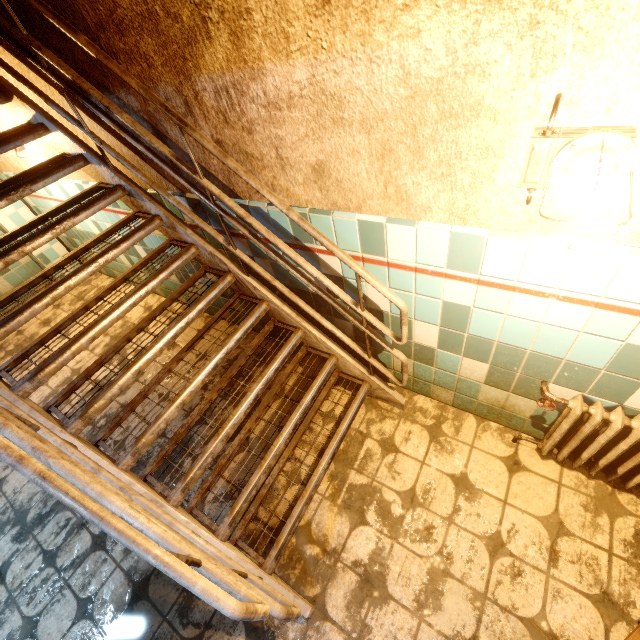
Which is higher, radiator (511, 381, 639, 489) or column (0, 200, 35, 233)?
column (0, 200, 35, 233)

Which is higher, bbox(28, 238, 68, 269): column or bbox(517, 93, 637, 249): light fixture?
bbox(517, 93, 637, 249): light fixture

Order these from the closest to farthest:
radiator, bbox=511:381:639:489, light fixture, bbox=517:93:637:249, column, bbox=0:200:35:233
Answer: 1. light fixture, bbox=517:93:637:249
2. radiator, bbox=511:381:639:489
3. column, bbox=0:200:35:233

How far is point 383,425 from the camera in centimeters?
239cm

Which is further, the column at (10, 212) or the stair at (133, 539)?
the column at (10, 212)

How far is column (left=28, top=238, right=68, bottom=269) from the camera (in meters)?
4.40

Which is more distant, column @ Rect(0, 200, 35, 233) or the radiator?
column @ Rect(0, 200, 35, 233)

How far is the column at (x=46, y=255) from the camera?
4.40m
